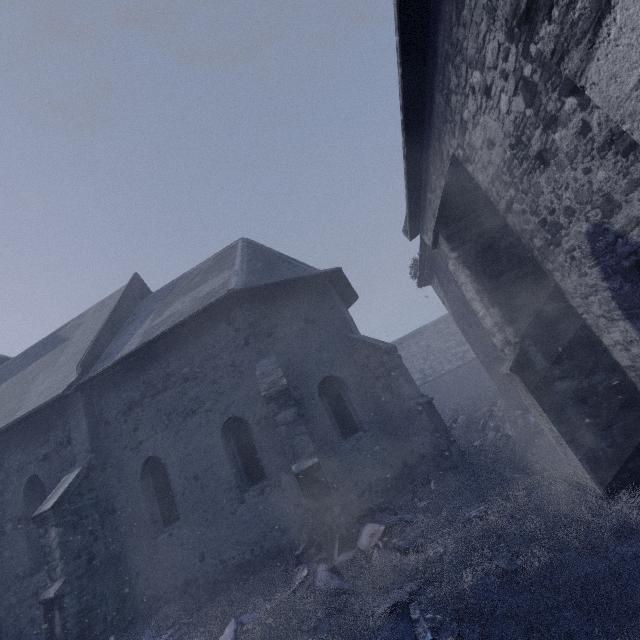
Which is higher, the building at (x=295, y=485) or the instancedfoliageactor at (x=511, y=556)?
the building at (x=295, y=485)

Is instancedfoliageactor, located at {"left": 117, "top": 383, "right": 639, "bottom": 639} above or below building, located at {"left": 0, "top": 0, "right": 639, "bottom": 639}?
below

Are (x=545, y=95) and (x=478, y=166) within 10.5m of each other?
yes
